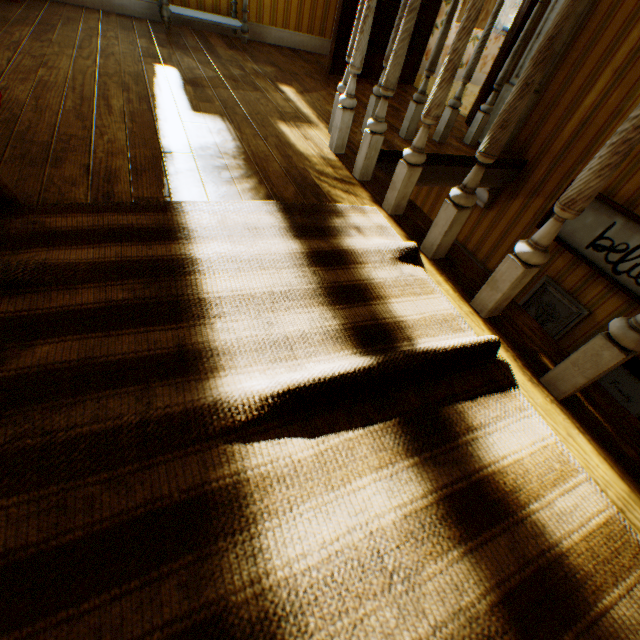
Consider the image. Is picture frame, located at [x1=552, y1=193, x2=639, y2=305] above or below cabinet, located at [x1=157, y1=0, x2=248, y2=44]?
below

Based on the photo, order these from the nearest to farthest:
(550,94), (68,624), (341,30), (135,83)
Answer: (68,624) < (135,83) < (550,94) < (341,30)

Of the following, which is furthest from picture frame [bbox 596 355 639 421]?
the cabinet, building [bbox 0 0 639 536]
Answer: the cabinet

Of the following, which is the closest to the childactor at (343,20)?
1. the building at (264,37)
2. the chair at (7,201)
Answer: the building at (264,37)

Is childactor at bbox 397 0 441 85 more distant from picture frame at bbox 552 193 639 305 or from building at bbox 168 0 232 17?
picture frame at bbox 552 193 639 305

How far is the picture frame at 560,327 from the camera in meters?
2.6 m

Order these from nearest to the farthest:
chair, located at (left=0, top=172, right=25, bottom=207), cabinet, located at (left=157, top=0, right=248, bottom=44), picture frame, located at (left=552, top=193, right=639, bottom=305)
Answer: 1. chair, located at (left=0, top=172, right=25, bottom=207)
2. picture frame, located at (left=552, top=193, right=639, bottom=305)
3. cabinet, located at (left=157, top=0, right=248, bottom=44)

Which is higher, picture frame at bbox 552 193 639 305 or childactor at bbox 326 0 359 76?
childactor at bbox 326 0 359 76
